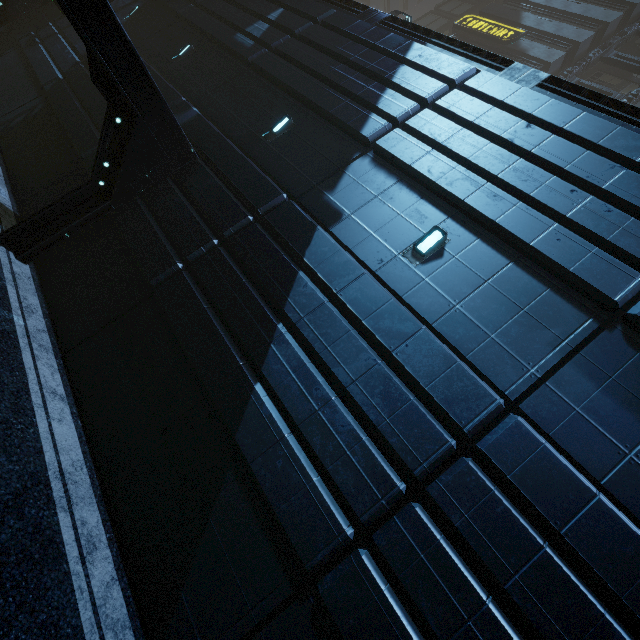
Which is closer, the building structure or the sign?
the building structure

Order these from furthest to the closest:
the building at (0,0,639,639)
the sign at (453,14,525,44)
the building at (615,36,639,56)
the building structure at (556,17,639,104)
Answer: the building at (615,36,639,56)
the sign at (453,14,525,44)
the building structure at (556,17,639,104)
the building at (0,0,639,639)

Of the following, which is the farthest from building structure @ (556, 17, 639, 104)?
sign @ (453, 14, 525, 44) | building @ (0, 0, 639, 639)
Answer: A: sign @ (453, 14, 525, 44)

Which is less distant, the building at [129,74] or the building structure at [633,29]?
the building at [129,74]

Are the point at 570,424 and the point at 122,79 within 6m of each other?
no

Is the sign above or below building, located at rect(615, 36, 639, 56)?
below

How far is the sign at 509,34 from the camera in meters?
23.9
